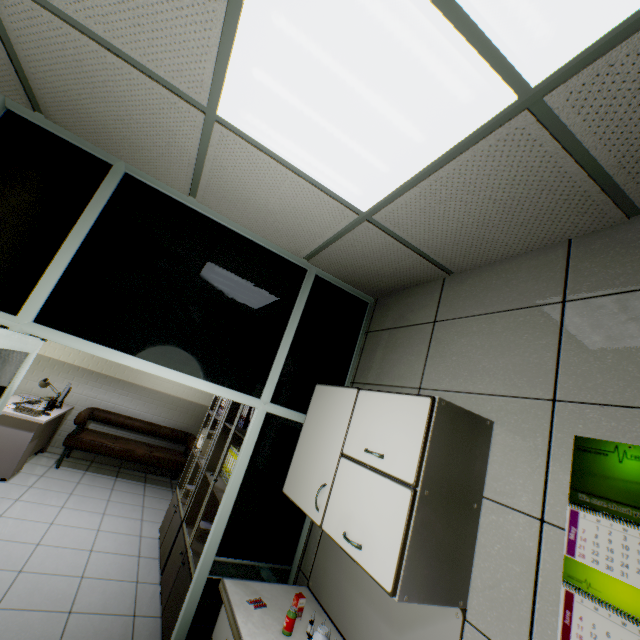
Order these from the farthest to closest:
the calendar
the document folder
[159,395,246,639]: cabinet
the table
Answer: the table, the document folder, [159,395,246,639]: cabinet, the calendar

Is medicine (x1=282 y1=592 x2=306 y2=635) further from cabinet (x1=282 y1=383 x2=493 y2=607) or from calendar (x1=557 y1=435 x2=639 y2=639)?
calendar (x1=557 y1=435 x2=639 y2=639)

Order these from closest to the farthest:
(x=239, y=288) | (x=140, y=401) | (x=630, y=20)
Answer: (x=630, y=20) < (x=239, y=288) < (x=140, y=401)

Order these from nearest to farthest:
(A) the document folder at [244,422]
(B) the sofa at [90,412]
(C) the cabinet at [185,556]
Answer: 1. (C) the cabinet at [185,556]
2. (A) the document folder at [244,422]
3. (B) the sofa at [90,412]

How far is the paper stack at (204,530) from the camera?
3.2 meters

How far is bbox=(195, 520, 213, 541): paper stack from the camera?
3.15m

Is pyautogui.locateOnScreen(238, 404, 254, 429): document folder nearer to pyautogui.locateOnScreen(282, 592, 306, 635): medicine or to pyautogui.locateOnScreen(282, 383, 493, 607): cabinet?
pyautogui.locateOnScreen(282, 383, 493, 607): cabinet

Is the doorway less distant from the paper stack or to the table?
the paper stack
